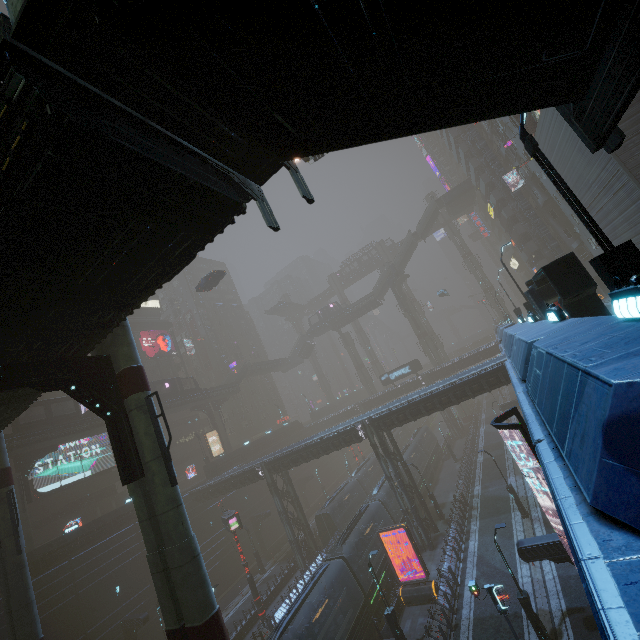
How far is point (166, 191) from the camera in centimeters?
680cm

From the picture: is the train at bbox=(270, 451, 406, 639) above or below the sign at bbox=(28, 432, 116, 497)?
below

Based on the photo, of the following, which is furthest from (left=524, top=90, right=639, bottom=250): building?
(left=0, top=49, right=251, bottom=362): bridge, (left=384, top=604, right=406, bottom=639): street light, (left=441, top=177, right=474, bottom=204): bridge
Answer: (left=0, top=49, right=251, bottom=362): bridge

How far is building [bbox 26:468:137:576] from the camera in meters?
28.9

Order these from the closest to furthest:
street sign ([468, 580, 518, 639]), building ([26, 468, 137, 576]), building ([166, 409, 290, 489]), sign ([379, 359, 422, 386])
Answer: street sign ([468, 580, 518, 639]) → building ([26, 468, 137, 576]) → building ([166, 409, 290, 489]) → sign ([379, 359, 422, 386])

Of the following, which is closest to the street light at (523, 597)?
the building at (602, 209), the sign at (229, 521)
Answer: the building at (602, 209)

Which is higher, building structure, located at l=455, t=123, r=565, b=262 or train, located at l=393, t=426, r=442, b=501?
building structure, located at l=455, t=123, r=565, b=262

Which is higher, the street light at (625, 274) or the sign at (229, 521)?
the street light at (625, 274)
